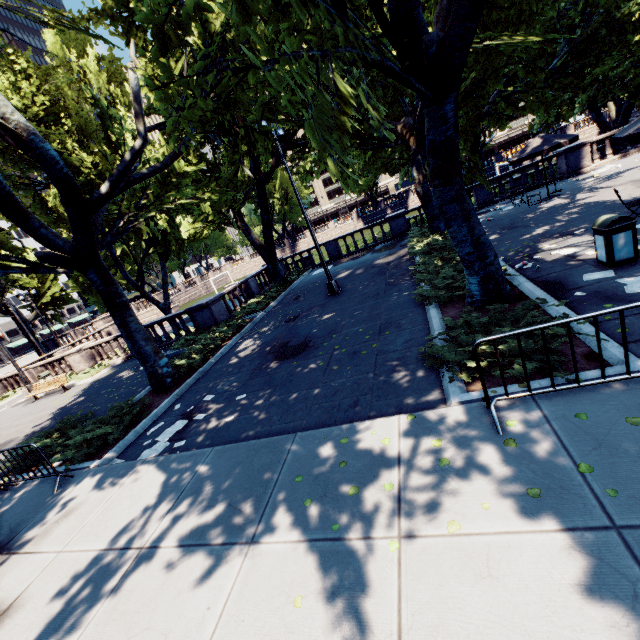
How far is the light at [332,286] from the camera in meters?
12.8

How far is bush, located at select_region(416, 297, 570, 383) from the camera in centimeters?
512cm

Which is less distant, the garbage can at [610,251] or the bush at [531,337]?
the bush at [531,337]

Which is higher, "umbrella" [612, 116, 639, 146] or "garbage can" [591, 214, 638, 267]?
"umbrella" [612, 116, 639, 146]

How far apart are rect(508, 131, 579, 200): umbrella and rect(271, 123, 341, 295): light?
10.2 meters

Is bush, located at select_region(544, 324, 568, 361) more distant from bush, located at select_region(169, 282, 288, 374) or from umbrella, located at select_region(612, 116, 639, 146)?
bush, located at select_region(169, 282, 288, 374)

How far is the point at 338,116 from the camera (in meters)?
3.18

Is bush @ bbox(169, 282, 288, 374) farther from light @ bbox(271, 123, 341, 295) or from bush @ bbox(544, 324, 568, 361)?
bush @ bbox(544, 324, 568, 361)
